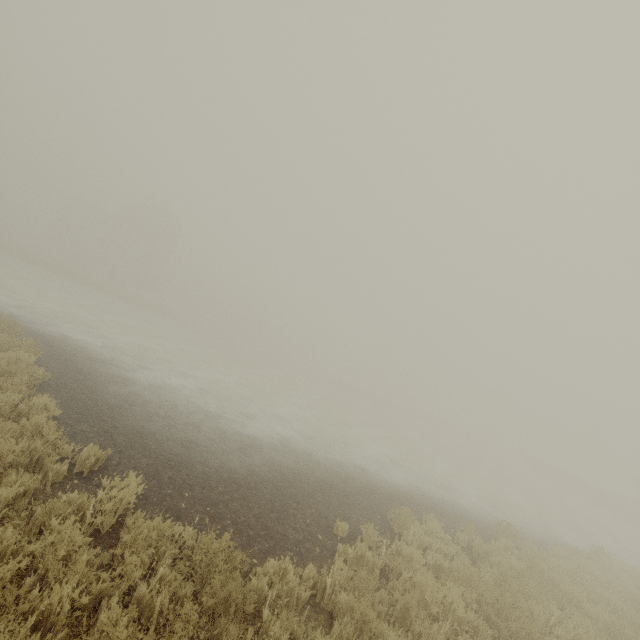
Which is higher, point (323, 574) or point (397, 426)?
point (323, 574)
